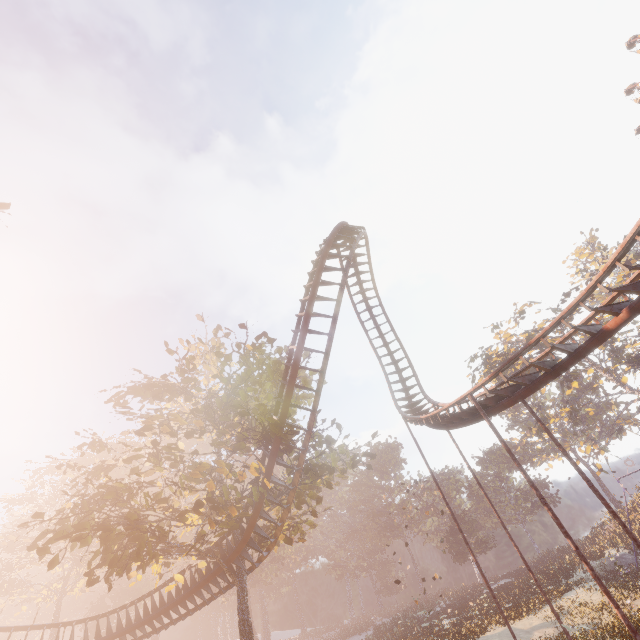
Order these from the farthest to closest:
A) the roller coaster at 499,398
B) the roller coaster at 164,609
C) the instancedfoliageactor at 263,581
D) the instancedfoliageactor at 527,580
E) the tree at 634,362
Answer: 1. the instancedfoliageactor at 263,581
2. the tree at 634,362
3. the instancedfoliageactor at 527,580
4. the roller coaster at 164,609
5. the roller coaster at 499,398

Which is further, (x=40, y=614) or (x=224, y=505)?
(x=40, y=614)

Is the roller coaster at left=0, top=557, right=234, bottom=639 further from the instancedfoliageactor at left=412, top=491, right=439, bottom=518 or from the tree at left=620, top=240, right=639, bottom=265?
the tree at left=620, top=240, right=639, bottom=265

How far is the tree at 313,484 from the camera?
16.33m

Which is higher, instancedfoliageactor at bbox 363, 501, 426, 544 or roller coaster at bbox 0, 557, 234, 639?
instancedfoliageactor at bbox 363, 501, 426, 544

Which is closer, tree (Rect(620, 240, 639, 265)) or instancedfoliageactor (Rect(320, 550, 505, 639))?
instancedfoliageactor (Rect(320, 550, 505, 639))

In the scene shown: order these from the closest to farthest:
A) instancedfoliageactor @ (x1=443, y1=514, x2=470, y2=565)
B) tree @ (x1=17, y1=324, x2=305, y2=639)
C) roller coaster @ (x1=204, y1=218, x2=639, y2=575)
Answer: roller coaster @ (x1=204, y1=218, x2=639, y2=575), tree @ (x1=17, y1=324, x2=305, y2=639), instancedfoliageactor @ (x1=443, y1=514, x2=470, y2=565)

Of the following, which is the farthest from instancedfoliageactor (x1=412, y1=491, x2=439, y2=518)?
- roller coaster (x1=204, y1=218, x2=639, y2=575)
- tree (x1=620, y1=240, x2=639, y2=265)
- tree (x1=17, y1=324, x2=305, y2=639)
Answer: tree (x1=620, y1=240, x2=639, y2=265)
